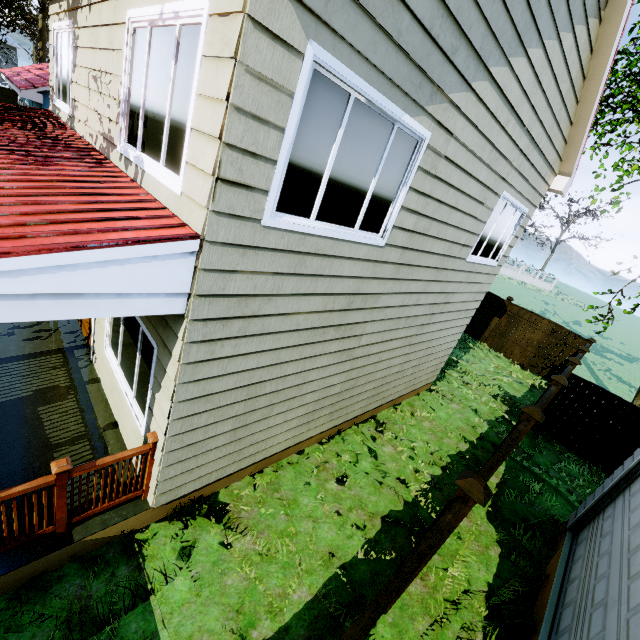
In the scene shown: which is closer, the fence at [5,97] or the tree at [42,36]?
the tree at [42,36]

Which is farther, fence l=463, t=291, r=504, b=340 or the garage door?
fence l=463, t=291, r=504, b=340

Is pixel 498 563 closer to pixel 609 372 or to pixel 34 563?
pixel 34 563

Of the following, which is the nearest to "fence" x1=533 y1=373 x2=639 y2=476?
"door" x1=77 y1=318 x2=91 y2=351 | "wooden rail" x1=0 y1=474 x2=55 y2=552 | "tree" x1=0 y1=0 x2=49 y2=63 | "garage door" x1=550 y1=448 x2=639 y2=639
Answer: "tree" x1=0 y1=0 x2=49 y2=63

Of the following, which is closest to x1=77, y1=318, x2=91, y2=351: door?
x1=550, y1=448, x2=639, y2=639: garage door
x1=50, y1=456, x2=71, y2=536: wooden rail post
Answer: x1=50, y1=456, x2=71, y2=536: wooden rail post

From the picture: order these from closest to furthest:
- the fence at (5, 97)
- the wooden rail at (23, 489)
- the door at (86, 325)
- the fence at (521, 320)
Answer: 1. the wooden rail at (23, 489)
2. the door at (86, 325)
3. the fence at (521, 320)
4. the fence at (5, 97)

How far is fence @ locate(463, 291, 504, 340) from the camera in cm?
1533

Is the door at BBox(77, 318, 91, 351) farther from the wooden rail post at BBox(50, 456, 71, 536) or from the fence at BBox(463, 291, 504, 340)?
the fence at BBox(463, 291, 504, 340)
